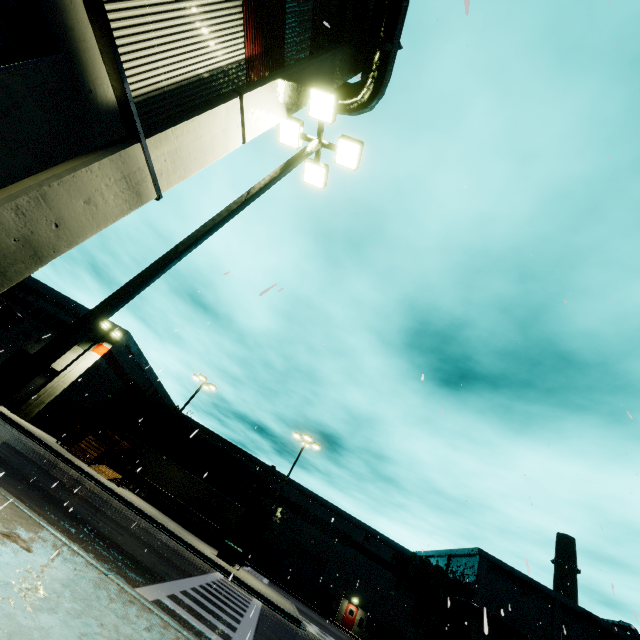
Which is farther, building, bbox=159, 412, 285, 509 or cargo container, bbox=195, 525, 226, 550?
building, bbox=159, 412, 285, 509

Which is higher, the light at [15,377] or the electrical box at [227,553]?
the light at [15,377]

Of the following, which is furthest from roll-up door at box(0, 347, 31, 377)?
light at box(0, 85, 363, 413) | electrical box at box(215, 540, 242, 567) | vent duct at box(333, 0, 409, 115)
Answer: electrical box at box(215, 540, 242, 567)

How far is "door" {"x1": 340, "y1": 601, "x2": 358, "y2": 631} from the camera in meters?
38.2

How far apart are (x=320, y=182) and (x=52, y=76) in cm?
661

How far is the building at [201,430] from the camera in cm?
4619

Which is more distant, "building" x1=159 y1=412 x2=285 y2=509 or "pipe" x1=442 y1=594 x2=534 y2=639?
"building" x1=159 y1=412 x2=285 y2=509

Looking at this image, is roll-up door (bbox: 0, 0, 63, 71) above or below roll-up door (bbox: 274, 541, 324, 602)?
above
